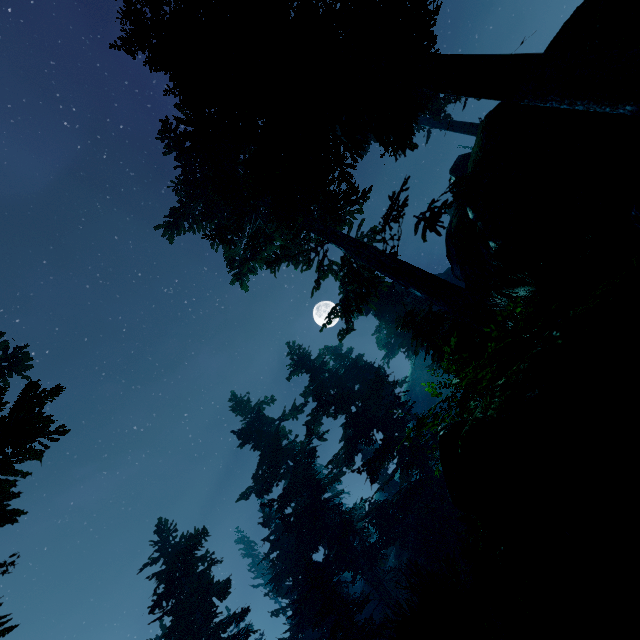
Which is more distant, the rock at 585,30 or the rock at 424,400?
the rock at 424,400

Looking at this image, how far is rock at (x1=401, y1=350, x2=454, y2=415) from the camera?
47.44m

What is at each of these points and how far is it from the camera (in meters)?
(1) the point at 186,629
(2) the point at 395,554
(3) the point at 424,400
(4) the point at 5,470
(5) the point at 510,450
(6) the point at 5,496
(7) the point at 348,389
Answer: (1) instancedfoliageactor, 17.73
(2) rock, 28.89
(3) rock, 50.09
(4) instancedfoliageactor, 6.97
(5) rock, 2.05
(6) instancedfoliageactor, 7.55
(7) instancedfoliageactor, 30.06

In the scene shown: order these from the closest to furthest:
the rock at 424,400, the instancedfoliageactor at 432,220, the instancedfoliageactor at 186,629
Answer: the instancedfoliageactor at 432,220 < the instancedfoliageactor at 186,629 < the rock at 424,400

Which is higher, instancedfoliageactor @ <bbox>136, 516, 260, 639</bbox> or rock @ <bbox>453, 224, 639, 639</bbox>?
instancedfoliageactor @ <bbox>136, 516, 260, 639</bbox>

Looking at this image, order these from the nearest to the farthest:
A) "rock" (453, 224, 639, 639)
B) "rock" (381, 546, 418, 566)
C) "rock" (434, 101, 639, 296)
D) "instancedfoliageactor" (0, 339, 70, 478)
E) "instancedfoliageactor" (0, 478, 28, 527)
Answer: "rock" (453, 224, 639, 639) → "rock" (434, 101, 639, 296) → "instancedfoliageactor" (0, 339, 70, 478) → "instancedfoliageactor" (0, 478, 28, 527) → "rock" (381, 546, 418, 566)

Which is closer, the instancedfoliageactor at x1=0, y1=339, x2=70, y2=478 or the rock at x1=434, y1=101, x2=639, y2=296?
the rock at x1=434, y1=101, x2=639, y2=296
